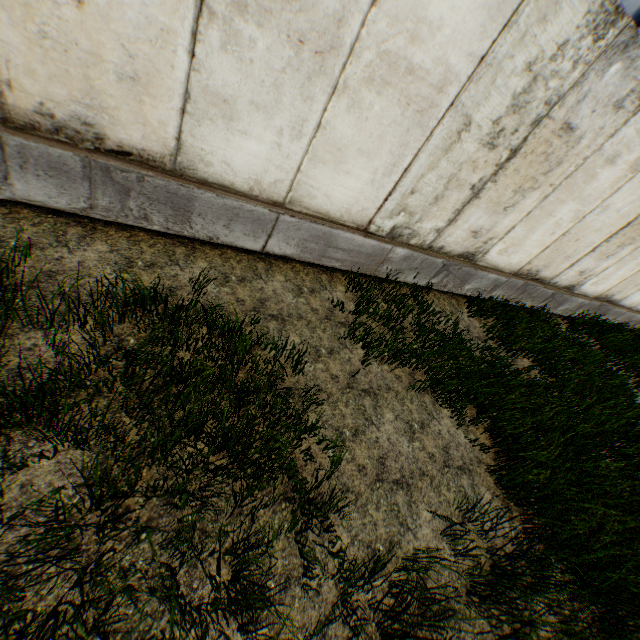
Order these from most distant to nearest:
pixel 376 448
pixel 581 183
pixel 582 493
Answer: pixel 581 183 → pixel 582 493 → pixel 376 448
